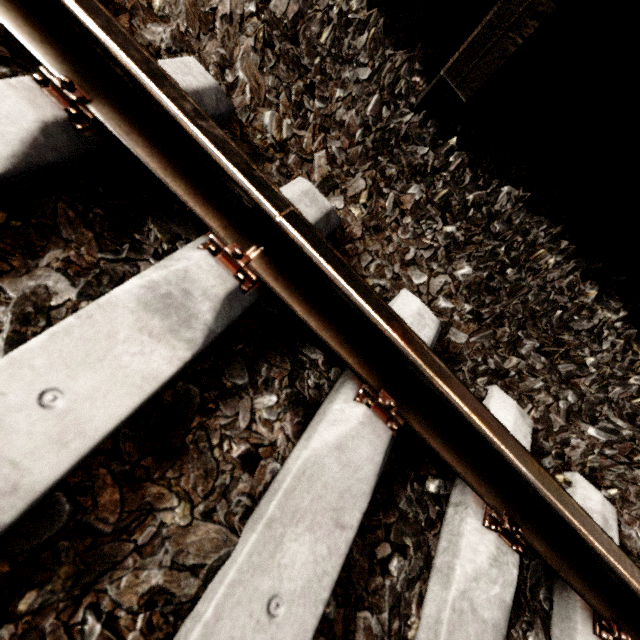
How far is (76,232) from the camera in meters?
0.7 m

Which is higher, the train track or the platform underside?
the platform underside

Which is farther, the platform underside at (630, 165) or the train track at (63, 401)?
the platform underside at (630, 165)

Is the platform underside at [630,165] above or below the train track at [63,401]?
above

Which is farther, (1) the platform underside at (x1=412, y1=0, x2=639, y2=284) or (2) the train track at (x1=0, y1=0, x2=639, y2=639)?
(1) the platform underside at (x1=412, y1=0, x2=639, y2=284)
